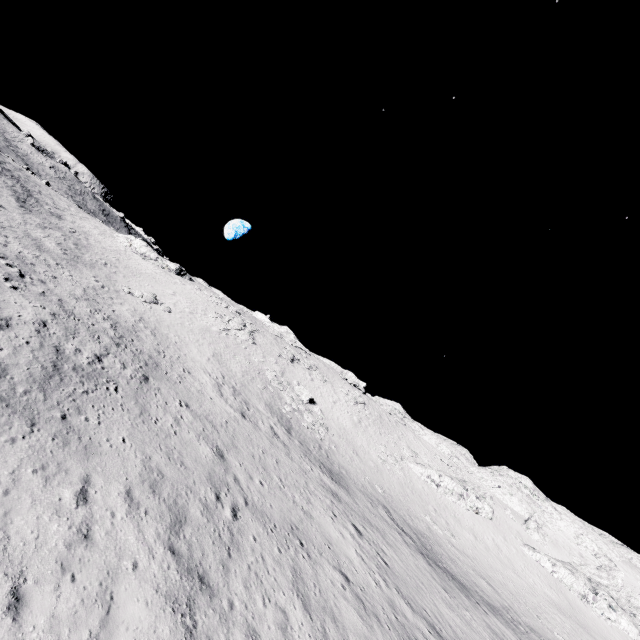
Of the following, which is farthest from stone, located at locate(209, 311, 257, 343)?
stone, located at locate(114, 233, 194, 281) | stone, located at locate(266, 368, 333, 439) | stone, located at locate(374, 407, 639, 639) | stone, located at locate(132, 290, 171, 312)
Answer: stone, located at locate(374, 407, 639, 639)

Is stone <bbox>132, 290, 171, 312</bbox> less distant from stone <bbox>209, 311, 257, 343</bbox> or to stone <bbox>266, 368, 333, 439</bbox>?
stone <bbox>209, 311, 257, 343</bbox>

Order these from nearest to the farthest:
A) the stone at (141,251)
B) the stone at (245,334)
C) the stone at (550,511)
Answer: the stone at (550,511), the stone at (245,334), the stone at (141,251)

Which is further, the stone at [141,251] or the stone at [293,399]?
the stone at [141,251]

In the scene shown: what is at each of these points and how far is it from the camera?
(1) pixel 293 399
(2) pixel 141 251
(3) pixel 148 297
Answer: (1) stone, 37.4 meters
(2) stone, 53.0 meters
(3) stone, 36.5 meters

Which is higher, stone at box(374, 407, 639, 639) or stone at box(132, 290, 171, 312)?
stone at box(374, 407, 639, 639)

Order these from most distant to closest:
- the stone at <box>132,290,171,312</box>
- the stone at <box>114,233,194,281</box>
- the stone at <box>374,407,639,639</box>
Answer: the stone at <box>114,233,194,281</box> < the stone at <box>374,407,639,639</box> < the stone at <box>132,290,171,312</box>

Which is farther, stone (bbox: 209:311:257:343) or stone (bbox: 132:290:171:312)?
stone (bbox: 209:311:257:343)
